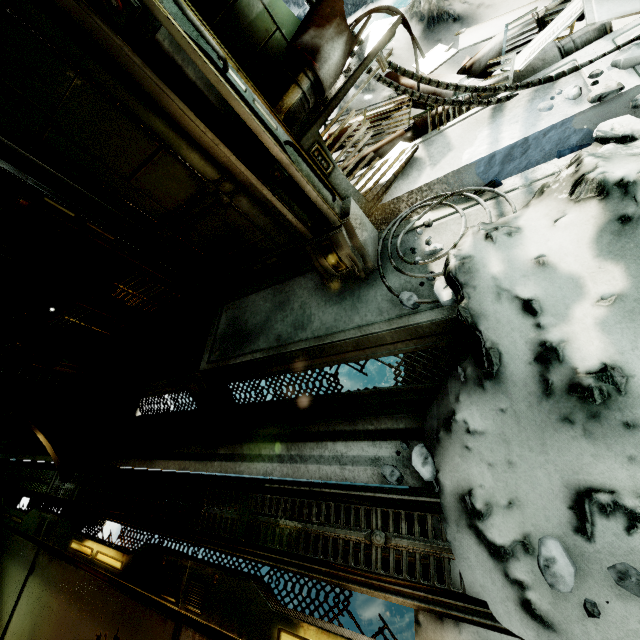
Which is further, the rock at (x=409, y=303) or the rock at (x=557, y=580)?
the rock at (x=409, y=303)

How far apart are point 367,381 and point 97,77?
4.44m

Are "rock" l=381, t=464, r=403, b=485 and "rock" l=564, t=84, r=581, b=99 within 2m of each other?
no

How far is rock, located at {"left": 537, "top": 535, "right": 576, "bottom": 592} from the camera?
1.4 meters

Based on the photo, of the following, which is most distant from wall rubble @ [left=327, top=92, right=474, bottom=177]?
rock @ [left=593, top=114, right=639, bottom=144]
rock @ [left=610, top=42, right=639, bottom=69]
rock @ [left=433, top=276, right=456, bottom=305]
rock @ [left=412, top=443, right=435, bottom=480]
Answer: rock @ [left=412, top=443, right=435, bottom=480]

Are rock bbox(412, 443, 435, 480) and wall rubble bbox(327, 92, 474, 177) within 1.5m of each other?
no

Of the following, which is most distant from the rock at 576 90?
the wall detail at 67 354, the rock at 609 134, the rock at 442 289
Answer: the wall detail at 67 354

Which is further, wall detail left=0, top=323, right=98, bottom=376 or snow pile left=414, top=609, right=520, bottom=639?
wall detail left=0, top=323, right=98, bottom=376
